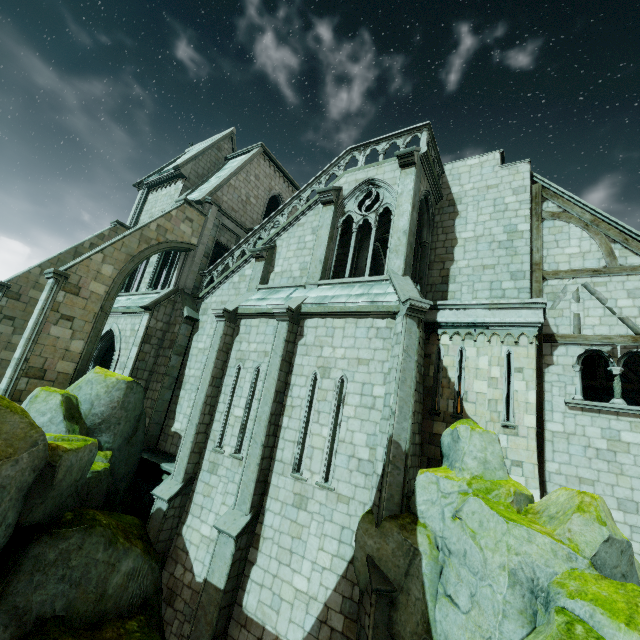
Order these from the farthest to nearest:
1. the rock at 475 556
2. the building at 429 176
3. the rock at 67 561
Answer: the building at 429 176 → the rock at 67 561 → the rock at 475 556

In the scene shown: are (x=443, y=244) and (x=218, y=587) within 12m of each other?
no

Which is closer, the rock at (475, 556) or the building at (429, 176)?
the rock at (475, 556)

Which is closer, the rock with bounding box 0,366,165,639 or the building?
the rock with bounding box 0,366,165,639

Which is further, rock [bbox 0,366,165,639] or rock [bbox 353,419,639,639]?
rock [bbox 0,366,165,639]

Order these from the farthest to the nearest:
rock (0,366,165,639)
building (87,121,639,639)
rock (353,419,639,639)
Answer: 1. building (87,121,639,639)
2. rock (0,366,165,639)
3. rock (353,419,639,639)
